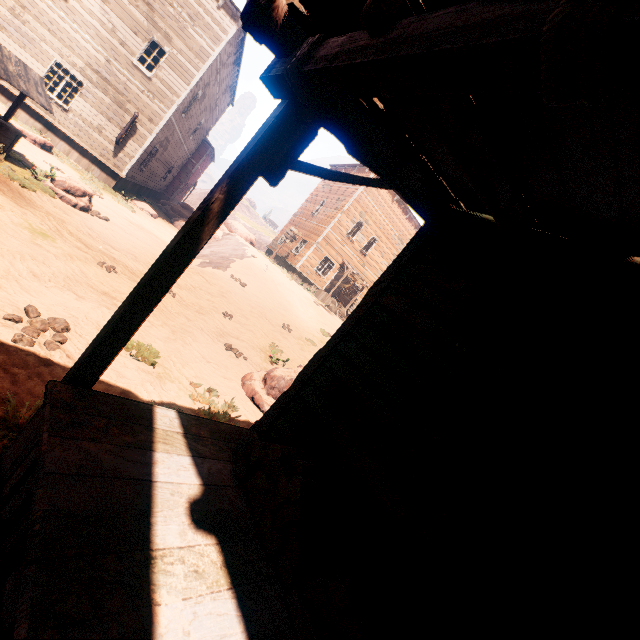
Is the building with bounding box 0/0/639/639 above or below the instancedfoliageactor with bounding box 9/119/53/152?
above

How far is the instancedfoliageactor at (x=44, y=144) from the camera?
12.69m

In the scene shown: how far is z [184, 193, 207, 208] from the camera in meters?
56.7 m

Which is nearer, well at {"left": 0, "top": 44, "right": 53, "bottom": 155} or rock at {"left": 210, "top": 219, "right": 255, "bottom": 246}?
well at {"left": 0, "top": 44, "right": 53, "bottom": 155}

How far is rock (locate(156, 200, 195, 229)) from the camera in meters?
22.4 m

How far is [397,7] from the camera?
1.3m

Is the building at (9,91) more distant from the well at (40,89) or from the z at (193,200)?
the well at (40,89)

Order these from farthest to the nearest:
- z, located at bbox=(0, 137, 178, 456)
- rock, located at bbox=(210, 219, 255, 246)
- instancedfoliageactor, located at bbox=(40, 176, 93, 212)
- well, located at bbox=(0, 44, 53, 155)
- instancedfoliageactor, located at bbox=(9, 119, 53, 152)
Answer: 1. rock, located at bbox=(210, 219, 255, 246)
2. instancedfoliageactor, located at bbox=(9, 119, 53, 152)
3. instancedfoliageactor, located at bbox=(40, 176, 93, 212)
4. well, located at bbox=(0, 44, 53, 155)
5. z, located at bbox=(0, 137, 178, 456)
